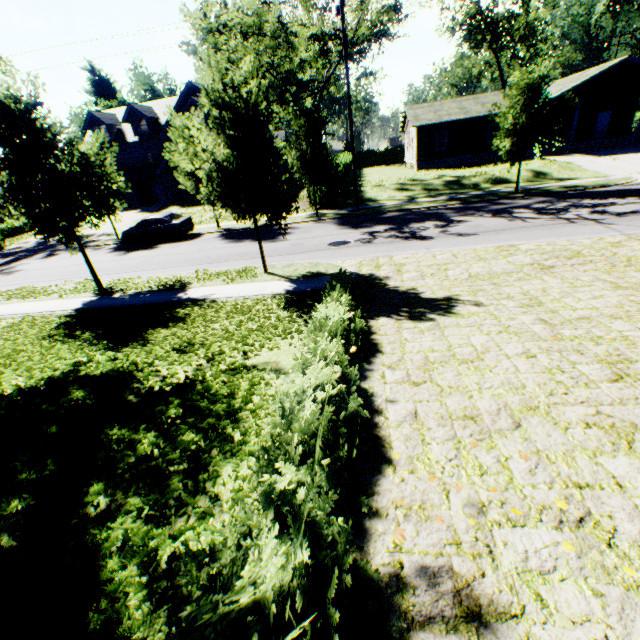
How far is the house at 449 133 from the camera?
32.31m

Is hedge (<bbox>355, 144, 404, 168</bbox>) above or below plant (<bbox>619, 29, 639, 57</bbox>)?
below

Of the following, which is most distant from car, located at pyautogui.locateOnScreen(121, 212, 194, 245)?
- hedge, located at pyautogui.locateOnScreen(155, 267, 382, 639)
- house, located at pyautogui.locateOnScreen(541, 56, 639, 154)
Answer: house, located at pyautogui.locateOnScreen(541, 56, 639, 154)

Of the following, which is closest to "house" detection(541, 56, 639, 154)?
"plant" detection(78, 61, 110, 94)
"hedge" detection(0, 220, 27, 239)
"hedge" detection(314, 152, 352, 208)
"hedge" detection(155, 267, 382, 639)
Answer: "hedge" detection(314, 152, 352, 208)

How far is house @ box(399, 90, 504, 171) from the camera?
32.31m

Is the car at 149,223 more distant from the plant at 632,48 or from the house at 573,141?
the plant at 632,48

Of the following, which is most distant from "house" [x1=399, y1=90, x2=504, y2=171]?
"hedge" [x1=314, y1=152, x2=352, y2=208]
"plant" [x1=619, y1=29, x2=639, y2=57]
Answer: "plant" [x1=619, y1=29, x2=639, y2=57]

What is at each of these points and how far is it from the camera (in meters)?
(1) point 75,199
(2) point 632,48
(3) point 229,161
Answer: (1) tree, 10.94
(2) plant, 58.28
(3) tree, 9.28
